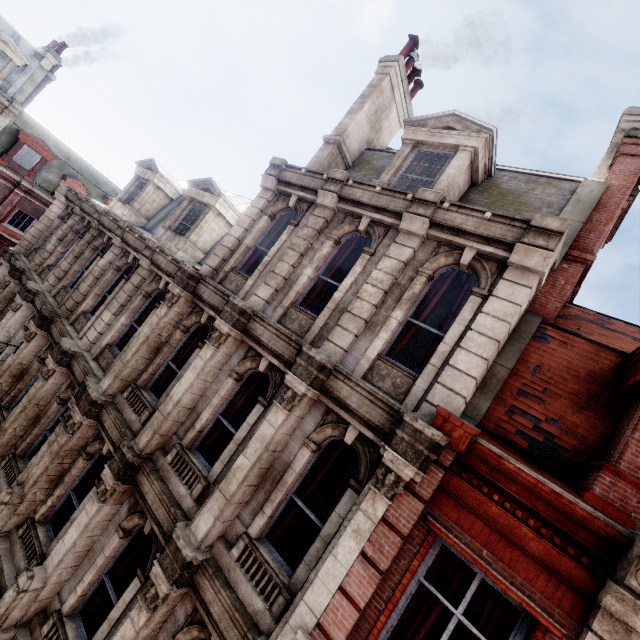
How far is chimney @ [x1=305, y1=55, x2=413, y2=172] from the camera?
10.4 meters

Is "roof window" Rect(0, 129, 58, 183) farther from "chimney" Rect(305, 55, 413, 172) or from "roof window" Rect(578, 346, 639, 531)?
"roof window" Rect(578, 346, 639, 531)

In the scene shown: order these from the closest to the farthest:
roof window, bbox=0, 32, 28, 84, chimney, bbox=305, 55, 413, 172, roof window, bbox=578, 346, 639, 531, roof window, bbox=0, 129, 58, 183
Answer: roof window, bbox=578, 346, 639, 531
chimney, bbox=305, 55, 413, 172
roof window, bbox=0, 32, 28, 84
roof window, bbox=0, 129, 58, 183

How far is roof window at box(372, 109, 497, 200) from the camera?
7.9 meters

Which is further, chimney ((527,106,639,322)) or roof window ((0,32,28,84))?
roof window ((0,32,28,84))

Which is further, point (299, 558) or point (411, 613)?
point (299, 558)

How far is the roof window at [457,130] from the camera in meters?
7.9 m

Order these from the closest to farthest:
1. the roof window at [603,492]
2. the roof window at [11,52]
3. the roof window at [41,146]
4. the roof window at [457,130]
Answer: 1. the roof window at [603,492]
2. the roof window at [457,130]
3. the roof window at [11,52]
4. the roof window at [41,146]
